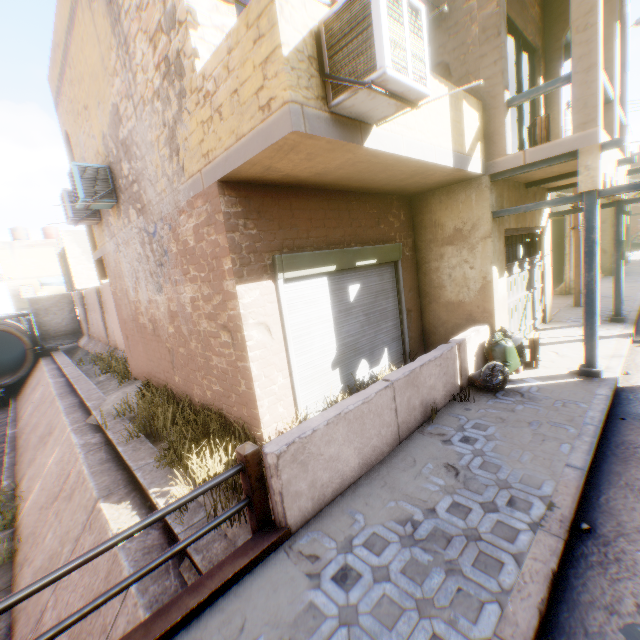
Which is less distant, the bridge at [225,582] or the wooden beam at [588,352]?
the bridge at [225,582]

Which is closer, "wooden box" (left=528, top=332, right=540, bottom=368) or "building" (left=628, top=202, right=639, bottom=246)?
"wooden box" (left=528, top=332, right=540, bottom=368)

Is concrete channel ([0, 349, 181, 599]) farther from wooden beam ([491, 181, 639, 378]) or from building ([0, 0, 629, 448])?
wooden beam ([491, 181, 639, 378])

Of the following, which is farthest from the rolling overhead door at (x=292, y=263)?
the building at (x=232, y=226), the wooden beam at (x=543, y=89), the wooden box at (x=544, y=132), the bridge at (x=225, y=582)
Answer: the wooden beam at (x=543, y=89)

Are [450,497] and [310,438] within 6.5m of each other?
yes

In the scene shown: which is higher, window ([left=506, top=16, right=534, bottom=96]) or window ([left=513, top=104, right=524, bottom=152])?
window ([left=506, top=16, right=534, bottom=96])

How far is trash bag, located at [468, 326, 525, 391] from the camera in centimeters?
552cm
